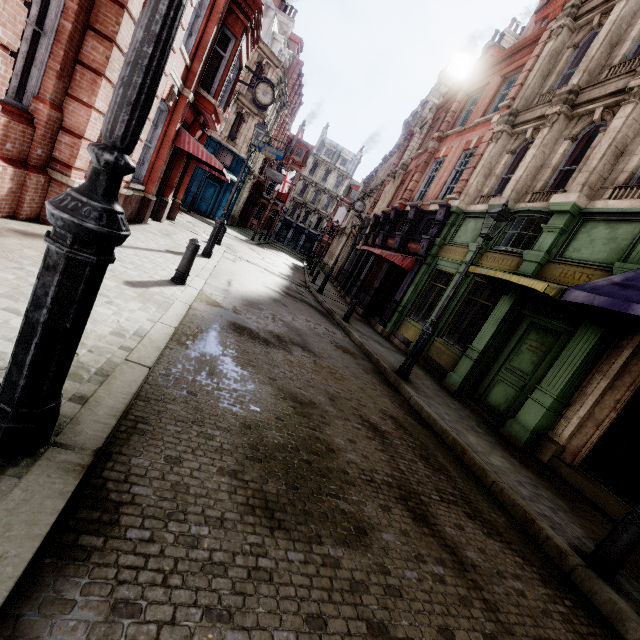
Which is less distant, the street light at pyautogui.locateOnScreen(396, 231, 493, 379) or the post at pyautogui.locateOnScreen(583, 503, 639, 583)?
the post at pyautogui.locateOnScreen(583, 503, 639, 583)

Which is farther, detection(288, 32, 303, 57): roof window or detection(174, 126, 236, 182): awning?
detection(288, 32, 303, 57): roof window

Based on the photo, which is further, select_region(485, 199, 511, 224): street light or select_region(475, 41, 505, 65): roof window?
select_region(475, 41, 505, 65): roof window

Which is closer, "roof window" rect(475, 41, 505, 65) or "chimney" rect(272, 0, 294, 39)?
"roof window" rect(475, 41, 505, 65)

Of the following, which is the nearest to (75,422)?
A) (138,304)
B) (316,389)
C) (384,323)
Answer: (138,304)

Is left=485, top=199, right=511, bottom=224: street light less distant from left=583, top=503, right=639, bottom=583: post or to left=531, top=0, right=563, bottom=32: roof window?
left=583, top=503, right=639, bottom=583: post

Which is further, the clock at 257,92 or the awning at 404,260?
the clock at 257,92

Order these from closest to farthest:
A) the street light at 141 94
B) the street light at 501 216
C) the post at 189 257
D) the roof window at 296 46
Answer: the street light at 141 94, the post at 189 257, the street light at 501 216, the roof window at 296 46
